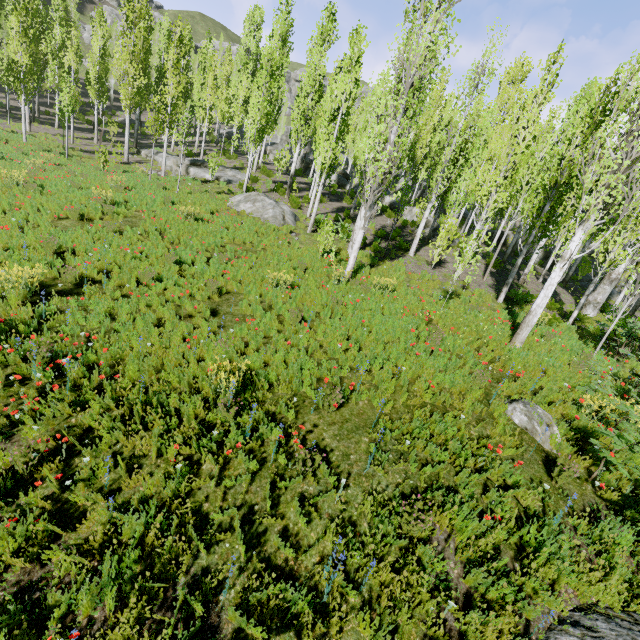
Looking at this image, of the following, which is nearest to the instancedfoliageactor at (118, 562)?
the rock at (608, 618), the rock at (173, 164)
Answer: the rock at (173, 164)

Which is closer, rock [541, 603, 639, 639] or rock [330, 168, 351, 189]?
rock [541, 603, 639, 639]

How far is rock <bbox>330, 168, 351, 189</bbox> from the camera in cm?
3238

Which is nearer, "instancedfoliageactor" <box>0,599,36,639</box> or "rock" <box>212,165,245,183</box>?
"instancedfoliageactor" <box>0,599,36,639</box>

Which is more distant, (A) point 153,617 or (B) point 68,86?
(B) point 68,86

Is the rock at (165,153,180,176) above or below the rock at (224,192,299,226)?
above

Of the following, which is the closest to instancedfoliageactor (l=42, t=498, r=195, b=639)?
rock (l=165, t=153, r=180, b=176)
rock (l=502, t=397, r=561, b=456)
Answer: rock (l=165, t=153, r=180, b=176)

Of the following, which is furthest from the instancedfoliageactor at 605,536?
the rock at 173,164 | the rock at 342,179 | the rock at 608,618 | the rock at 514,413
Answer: the rock at 608,618
